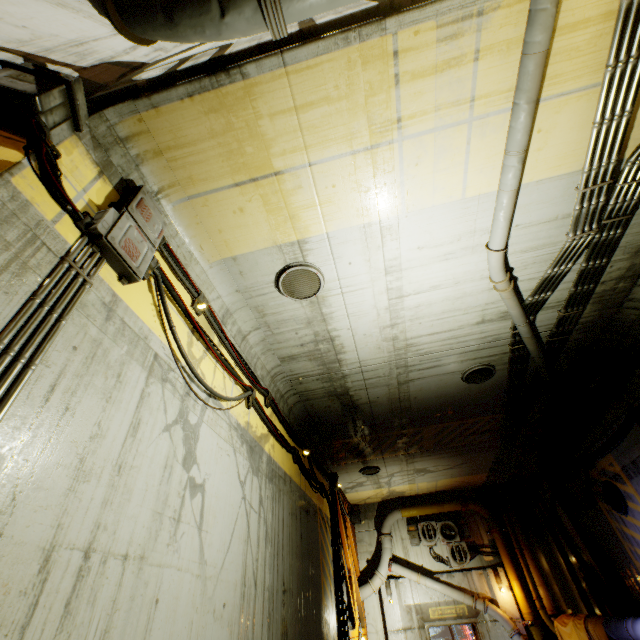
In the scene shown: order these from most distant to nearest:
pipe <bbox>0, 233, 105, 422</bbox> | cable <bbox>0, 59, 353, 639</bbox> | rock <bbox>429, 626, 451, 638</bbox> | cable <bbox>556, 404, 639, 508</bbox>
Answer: rock <bbox>429, 626, 451, 638</bbox> < cable <bbox>556, 404, 639, 508</bbox> < cable <bbox>0, 59, 353, 639</bbox> < pipe <bbox>0, 233, 105, 422</bbox>

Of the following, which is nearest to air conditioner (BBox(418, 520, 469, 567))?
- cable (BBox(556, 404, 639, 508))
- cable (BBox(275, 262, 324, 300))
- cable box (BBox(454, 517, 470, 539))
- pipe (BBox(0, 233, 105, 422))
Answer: cable box (BBox(454, 517, 470, 539))

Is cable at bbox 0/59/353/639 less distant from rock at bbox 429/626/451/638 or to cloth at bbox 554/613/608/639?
rock at bbox 429/626/451/638

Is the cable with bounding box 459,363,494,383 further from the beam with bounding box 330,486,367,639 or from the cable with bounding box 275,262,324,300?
the beam with bounding box 330,486,367,639

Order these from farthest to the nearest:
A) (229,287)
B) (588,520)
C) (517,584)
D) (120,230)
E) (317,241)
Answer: (517,584)
(588,520)
(229,287)
(317,241)
(120,230)

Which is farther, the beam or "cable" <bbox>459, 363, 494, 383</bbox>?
the beam

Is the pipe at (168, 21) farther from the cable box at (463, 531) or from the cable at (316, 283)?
the cable at (316, 283)

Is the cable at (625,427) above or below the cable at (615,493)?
above
